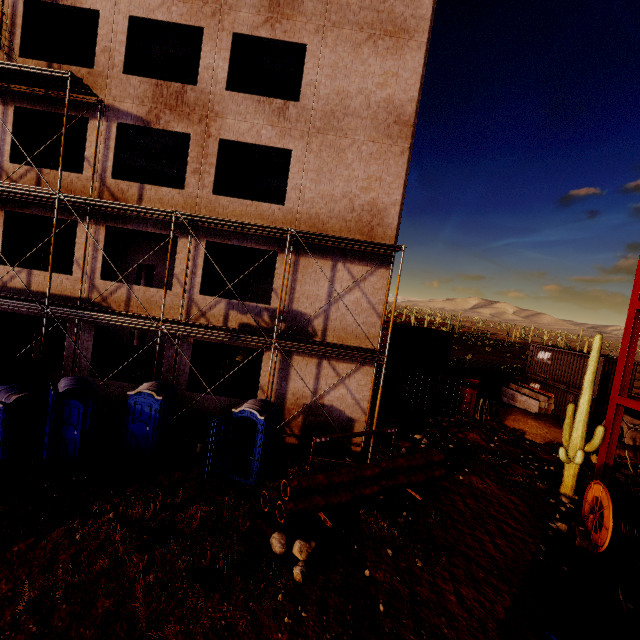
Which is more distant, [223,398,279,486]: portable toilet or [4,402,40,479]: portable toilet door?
[223,398,279,486]: portable toilet

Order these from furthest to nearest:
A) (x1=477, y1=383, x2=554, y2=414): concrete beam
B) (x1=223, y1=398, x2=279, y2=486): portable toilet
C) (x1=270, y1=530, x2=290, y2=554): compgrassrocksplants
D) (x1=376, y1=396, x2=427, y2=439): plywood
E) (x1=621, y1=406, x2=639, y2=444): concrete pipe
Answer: (x1=477, y1=383, x2=554, y2=414): concrete beam → (x1=621, y1=406, x2=639, y2=444): concrete pipe → (x1=376, y1=396, x2=427, y2=439): plywood → (x1=223, y1=398, x2=279, y2=486): portable toilet → (x1=270, y1=530, x2=290, y2=554): compgrassrocksplants

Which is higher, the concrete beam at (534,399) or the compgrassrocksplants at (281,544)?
the concrete beam at (534,399)

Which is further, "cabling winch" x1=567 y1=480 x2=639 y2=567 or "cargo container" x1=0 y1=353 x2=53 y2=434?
"cargo container" x1=0 y1=353 x2=53 y2=434

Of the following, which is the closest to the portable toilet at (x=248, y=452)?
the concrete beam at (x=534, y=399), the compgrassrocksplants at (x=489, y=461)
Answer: the compgrassrocksplants at (x=489, y=461)

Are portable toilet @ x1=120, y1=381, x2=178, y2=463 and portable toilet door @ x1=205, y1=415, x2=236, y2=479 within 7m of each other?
yes

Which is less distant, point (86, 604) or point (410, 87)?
point (86, 604)

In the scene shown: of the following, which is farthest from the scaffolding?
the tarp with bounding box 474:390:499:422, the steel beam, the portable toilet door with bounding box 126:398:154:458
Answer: the tarp with bounding box 474:390:499:422
